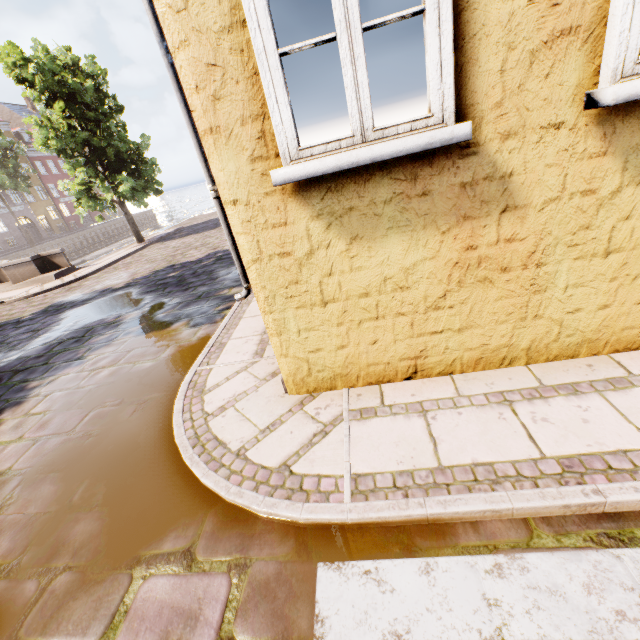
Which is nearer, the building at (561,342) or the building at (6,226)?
the building at (561,342)

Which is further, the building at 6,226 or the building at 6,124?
the building at 6,124

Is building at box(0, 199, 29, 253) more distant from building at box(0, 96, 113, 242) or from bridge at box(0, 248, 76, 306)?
bridge at box(0, 248, 76, 306)

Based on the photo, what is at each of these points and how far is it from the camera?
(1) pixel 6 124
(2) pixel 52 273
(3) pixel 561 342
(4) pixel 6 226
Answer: (1) building, 40.16m
(2) bridge, 12.94m
(3) building, 2.80m
(4) building, 38.22m

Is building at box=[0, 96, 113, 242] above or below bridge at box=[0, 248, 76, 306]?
above

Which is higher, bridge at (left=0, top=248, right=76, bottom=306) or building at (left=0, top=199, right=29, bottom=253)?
building at (left=0, top=199, right=29, bottom=253)

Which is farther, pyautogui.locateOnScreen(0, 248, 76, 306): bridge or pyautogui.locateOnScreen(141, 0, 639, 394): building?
pyautogui.locateOnScreen(0, 248, 76, 306): bridge

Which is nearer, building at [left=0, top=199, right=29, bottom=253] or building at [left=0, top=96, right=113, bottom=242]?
building at [left=0, top=199, right=29, bottom=253]
